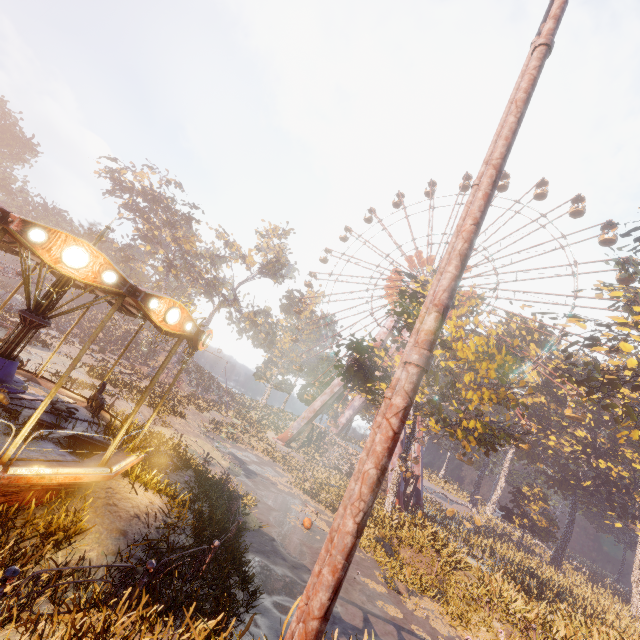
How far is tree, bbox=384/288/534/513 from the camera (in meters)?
19.50

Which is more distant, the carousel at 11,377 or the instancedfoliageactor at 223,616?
the carousel at 11,377

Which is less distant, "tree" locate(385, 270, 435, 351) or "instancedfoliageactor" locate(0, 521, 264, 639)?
"instancedfoliageactor" locate(0, 521, 264, 639)

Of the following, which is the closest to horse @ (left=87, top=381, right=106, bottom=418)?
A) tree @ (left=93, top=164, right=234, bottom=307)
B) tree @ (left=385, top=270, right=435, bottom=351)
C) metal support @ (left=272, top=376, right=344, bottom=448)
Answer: tree @ (left=385, top=270, right=435, bottom=351)

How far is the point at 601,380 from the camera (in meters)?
22.45

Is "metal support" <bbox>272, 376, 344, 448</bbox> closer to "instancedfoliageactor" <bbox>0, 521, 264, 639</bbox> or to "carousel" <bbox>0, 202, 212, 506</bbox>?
"carousel" <bbox>0, 202, 212, 506</bbox>

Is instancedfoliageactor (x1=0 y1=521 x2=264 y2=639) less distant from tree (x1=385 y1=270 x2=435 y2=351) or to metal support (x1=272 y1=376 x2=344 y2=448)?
tree (x1=385 y1=270 x2=435 y2=351)

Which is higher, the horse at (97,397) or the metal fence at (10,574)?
the horse at (97,397)
